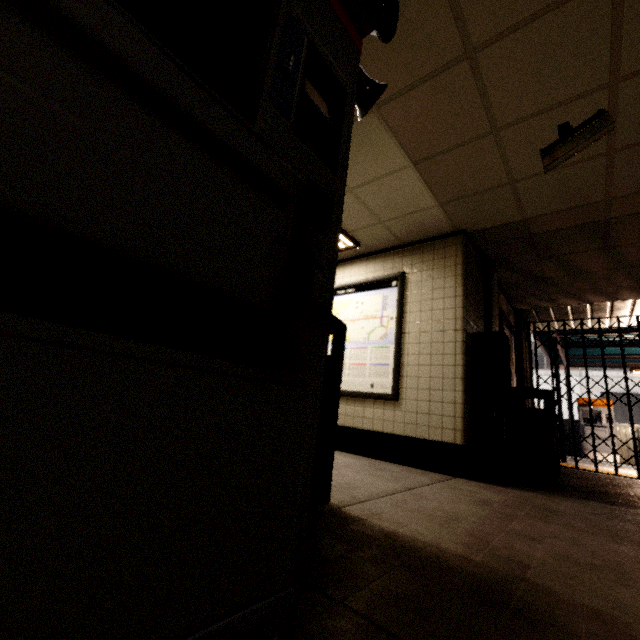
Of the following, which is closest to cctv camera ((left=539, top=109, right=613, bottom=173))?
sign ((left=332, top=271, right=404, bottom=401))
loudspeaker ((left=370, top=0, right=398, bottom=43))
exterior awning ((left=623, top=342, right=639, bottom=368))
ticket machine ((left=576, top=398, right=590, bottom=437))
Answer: loudspeaker ((left=370, top=0, right=398, bottom=43))

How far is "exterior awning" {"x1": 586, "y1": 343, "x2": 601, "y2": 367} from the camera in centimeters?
890cm

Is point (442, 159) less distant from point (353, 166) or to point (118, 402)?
point (353, 166)

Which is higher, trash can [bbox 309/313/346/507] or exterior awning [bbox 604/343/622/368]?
exterior awning [bbox 604/343/622/368]

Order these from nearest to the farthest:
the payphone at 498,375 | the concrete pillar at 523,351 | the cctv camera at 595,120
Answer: the cctv camera at 595,120, the payphone at 498,375, the concrete pillar at 523,351

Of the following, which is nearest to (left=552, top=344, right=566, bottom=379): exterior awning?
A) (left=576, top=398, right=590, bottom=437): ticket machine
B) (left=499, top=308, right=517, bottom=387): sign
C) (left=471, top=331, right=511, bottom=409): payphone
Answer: (left=576, top=398, right=590, bottom=437): ticket machine

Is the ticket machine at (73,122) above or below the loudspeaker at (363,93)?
below

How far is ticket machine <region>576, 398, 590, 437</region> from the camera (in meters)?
10.32
